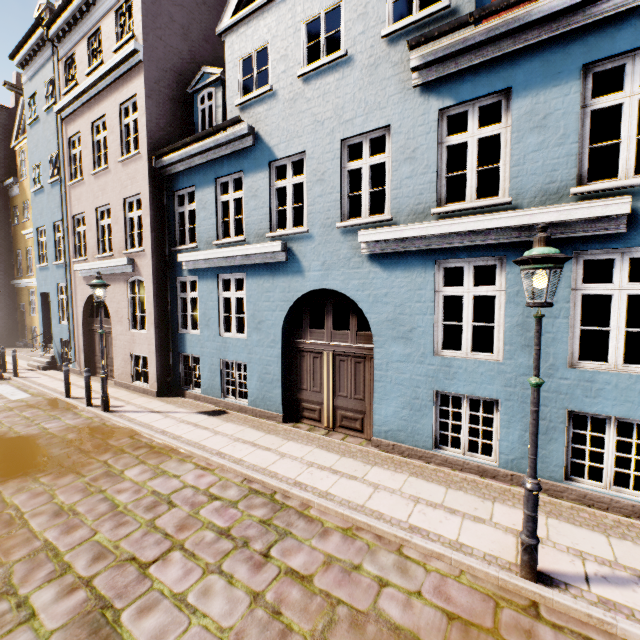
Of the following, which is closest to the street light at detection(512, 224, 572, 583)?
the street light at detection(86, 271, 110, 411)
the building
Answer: the building

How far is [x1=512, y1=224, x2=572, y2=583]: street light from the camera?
3.23m

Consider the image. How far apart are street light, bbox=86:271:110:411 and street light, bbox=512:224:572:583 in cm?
952

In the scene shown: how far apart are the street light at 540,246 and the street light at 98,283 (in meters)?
9.52

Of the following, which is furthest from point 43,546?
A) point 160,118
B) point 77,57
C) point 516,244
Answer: point 77,57

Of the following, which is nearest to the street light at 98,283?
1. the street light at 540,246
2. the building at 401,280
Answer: the building at 401,280

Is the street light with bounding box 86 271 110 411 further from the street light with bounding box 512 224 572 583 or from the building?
the street light with bounding box 512 224 572 583
